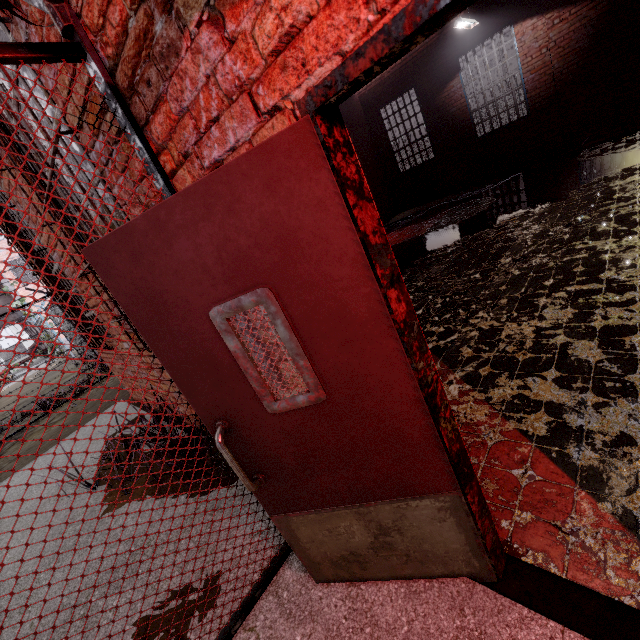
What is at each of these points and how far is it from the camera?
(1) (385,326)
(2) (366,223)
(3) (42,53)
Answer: (1) door, 1.12m
(2) door frame, 1.02m
(3) fence, 1.28m

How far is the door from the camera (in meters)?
1.02

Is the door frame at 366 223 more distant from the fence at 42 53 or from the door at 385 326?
the fence at 42 53

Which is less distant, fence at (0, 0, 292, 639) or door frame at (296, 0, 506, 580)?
door frame at (296, 0, 506, 580)

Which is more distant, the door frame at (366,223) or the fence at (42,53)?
the fence at (42,53)

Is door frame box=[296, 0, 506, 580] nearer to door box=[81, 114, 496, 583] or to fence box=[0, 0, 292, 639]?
door box=[81, 114, 496, 583]

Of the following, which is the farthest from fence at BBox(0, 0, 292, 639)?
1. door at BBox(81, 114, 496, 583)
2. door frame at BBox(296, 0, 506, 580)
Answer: door frame at BBox(296, 0, 506, 580)
